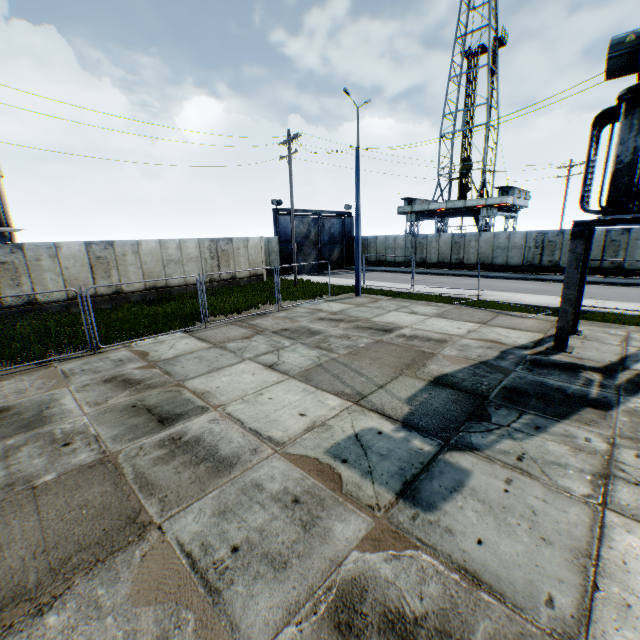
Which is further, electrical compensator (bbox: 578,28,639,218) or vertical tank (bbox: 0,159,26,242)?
vertical tank (bbox: 0,159,26,242)

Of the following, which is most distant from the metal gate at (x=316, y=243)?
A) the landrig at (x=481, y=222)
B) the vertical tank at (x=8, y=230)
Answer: the vertical tank at (x=8, y=230)

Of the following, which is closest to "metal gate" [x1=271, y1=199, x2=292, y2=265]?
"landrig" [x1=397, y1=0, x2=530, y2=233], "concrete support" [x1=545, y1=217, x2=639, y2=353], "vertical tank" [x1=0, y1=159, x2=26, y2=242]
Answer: "landrig" [x1=397, y1=0, x2=530, y2=233]

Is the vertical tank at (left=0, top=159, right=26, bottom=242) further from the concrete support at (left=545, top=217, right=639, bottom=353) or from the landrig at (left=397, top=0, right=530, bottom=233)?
the landrig at (left=397, top=0, right=530, bottom=233)

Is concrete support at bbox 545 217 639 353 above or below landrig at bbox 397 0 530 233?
below

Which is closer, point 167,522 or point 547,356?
point 167,522

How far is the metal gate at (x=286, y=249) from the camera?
29.16m

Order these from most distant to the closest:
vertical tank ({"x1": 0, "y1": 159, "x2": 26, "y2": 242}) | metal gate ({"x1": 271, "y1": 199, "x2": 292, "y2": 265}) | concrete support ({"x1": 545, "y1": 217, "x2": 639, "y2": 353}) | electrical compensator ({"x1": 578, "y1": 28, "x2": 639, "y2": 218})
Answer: metal gate ({"x1": 271, "y1": 199, "x2": 292, "y2": 265}), vertical tank ({"x1": 0, "y1": 159, "x2": 26, "y2": 242}), concrete support ({"x1": 545, "y1": 217, "x2": 639, "y2": 353}), electrical compensator ({"x1": 578, "y1": 28, "x2": 639, "y2": 218})
